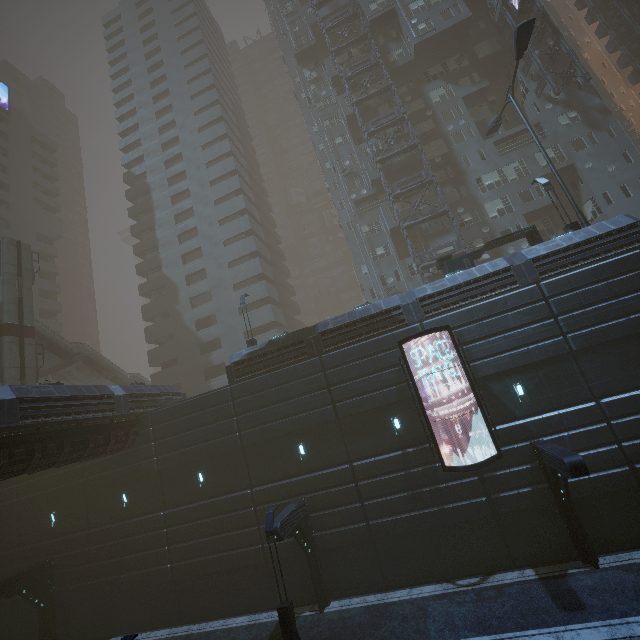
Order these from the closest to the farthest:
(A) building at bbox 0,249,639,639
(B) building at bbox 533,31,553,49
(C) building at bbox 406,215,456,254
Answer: (A) building at bbox 0,249,639,639 < (C) building at bbox 406,215,456,254 < (B) building at bbox 533,31,553,49

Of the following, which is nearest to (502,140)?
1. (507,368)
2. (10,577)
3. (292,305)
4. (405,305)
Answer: (405,305)

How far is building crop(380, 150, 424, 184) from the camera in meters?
33.1

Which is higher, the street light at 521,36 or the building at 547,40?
the building at 547,40

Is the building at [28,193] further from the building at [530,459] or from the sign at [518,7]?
the sign at [518,7]

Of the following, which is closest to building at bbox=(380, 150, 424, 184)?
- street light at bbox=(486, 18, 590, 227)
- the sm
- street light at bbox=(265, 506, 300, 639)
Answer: street light at bbox=(265, 506, 300, 639)

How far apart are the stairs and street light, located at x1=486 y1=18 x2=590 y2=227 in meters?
41.8 m
